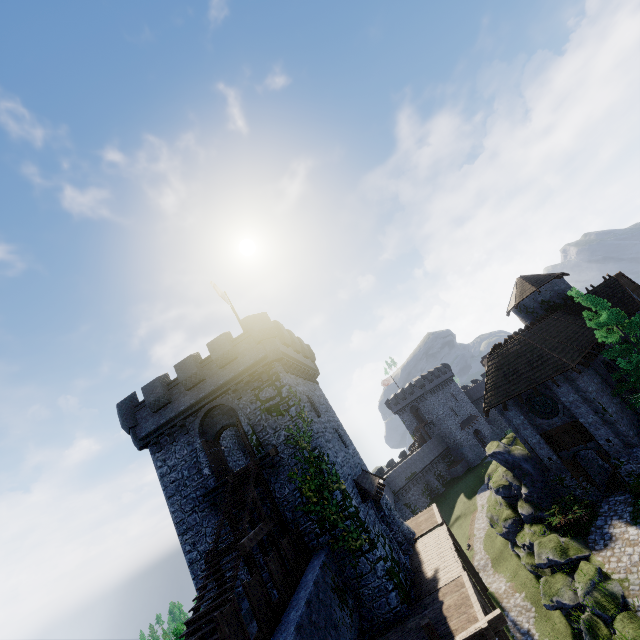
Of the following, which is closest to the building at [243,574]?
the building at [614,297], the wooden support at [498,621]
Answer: the wooden support at [498,621]

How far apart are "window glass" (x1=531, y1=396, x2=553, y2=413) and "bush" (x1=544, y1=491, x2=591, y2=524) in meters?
4.9 m

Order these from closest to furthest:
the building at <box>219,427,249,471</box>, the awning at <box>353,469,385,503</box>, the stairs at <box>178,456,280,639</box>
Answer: the stairs at <box>178,456,280,639</box> → the awning at <box>353,469,385,503</box> → the building at <box>219,427,249,471</box>

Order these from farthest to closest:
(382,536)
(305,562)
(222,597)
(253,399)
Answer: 1. (253,399)
2. (382,536)
3. (305,562)
4. (222,597)

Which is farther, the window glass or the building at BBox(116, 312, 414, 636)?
the window glass

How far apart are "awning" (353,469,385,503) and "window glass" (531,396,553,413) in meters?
11.6 m

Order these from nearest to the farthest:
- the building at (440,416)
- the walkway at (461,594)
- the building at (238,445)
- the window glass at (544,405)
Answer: the walkway at (461,594)
the window glass at (544,405)
the building at (238,445)
the building at (440,416)

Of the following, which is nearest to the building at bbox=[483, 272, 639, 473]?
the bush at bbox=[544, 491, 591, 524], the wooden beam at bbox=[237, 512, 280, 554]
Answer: the bush at bbox=[544, 491, 591, 524]
